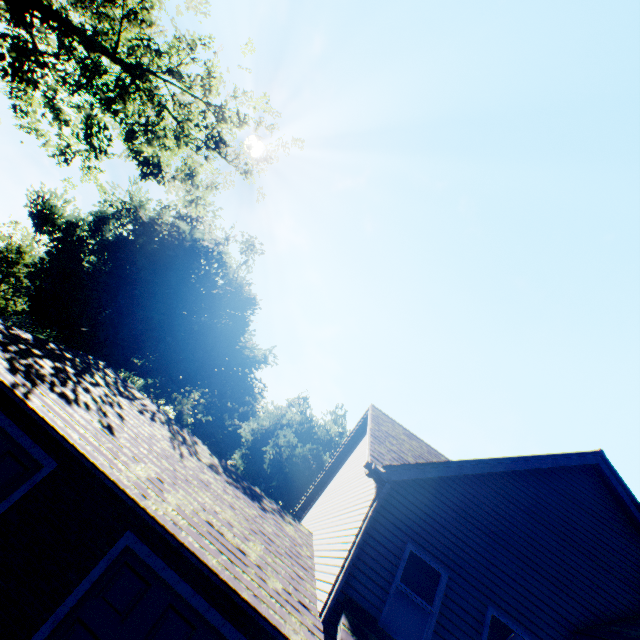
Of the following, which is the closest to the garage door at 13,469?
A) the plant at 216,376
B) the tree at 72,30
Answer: the tree at 72,30

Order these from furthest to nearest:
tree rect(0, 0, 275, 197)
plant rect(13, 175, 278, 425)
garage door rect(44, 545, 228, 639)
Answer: plant rect(13, 175, 278, 425), tree rect(0, 0, 275, 197), garage door rect(44, 545, 228, 639)

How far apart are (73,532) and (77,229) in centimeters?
3436cm

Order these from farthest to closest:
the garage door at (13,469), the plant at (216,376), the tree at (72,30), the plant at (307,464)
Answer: the plant at (307,464), the plant at (216,376), the tree at (72,30), the garage door at (13,469)

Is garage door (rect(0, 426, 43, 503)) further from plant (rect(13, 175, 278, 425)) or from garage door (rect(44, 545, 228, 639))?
plant (rect(13, 175, 278, 425))

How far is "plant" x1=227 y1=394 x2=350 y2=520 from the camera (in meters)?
35.84

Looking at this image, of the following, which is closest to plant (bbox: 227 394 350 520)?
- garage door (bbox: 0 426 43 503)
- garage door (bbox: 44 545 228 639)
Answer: garage door (bbox: 0 426 43 503)
